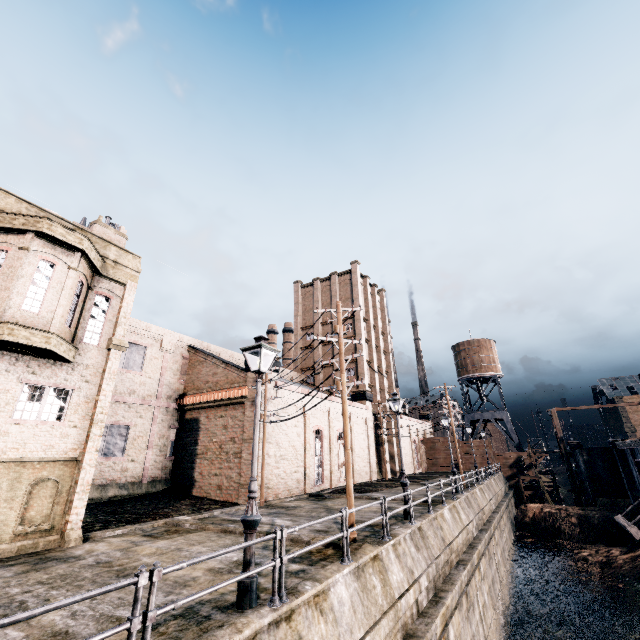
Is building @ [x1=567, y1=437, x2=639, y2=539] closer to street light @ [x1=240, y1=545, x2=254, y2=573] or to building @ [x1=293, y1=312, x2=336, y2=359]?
building @ [x1=293, y1=312, x2=336, y2=359]

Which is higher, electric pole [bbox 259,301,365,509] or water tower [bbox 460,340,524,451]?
water tower [bbox 460,340,524,451]

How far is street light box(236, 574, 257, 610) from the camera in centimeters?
645cm

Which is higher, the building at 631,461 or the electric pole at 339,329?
the electric pole at 339,329

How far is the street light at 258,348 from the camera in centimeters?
701cm

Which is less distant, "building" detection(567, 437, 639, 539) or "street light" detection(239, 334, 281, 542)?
"street light" detection(239, 334, 281, 542)

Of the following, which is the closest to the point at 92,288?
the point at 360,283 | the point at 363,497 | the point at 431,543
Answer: the point at 431,543

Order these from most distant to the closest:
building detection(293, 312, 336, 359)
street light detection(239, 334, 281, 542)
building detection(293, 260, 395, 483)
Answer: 1. building detection(293, 312, 336, 359)
2. building detection(293, 260, 395, 483)
3. street light detection(239, 334, 281, 542)
